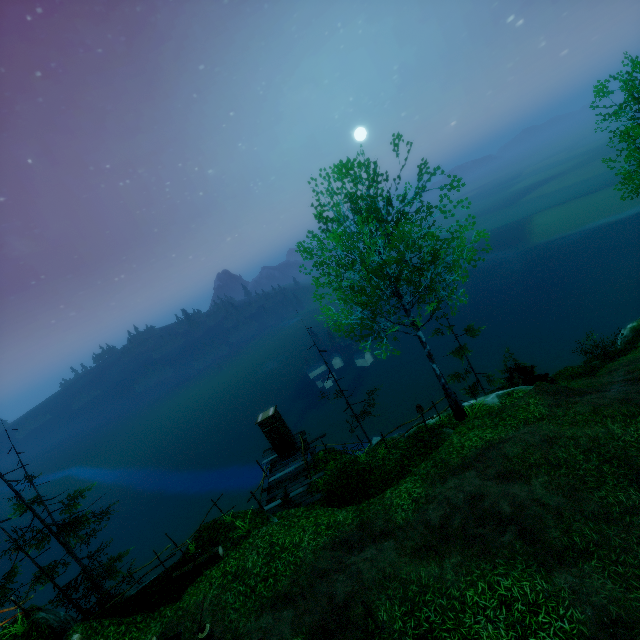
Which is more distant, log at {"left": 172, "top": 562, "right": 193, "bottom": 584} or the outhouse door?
the outhouse door

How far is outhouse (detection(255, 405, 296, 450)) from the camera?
17.66m

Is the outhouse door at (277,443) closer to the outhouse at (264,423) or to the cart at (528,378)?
the outhouse at (264,423)

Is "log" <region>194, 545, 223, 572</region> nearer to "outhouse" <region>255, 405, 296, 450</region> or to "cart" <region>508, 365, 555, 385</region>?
"outhouse" <region>255, 405, 296, 450</region>

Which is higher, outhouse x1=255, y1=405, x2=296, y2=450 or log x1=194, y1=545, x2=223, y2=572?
outhouse x1=255, y1=405, x2=296, y2=450

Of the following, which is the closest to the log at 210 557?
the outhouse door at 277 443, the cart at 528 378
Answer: the outhouse door at 277 443

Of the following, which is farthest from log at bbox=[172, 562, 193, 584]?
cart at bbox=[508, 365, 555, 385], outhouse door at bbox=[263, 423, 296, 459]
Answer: cart at bbox=[508, 365, 555, 385]

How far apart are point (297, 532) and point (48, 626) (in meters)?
8.82
